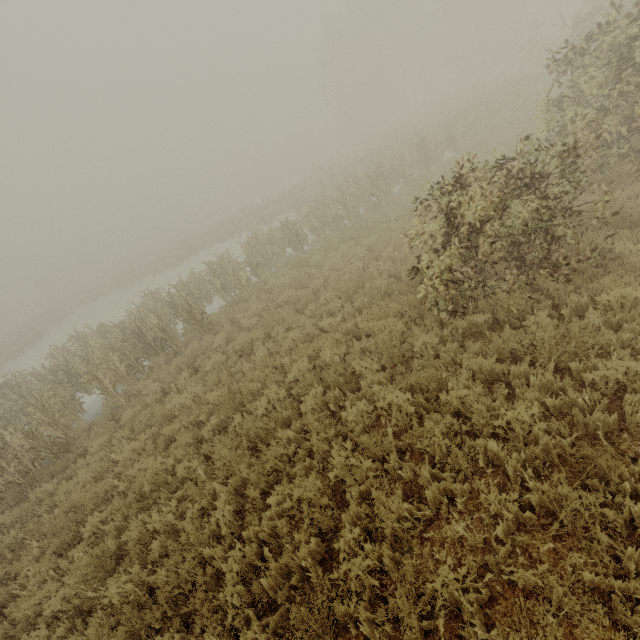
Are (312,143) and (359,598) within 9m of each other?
no
